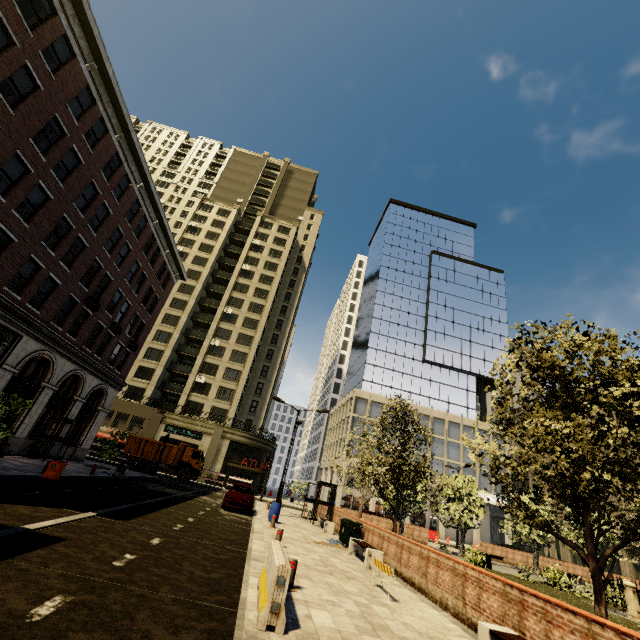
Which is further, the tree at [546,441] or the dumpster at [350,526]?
the dumpster at [350,526]

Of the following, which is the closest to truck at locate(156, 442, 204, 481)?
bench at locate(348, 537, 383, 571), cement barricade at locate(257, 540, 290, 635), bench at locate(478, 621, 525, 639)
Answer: bench at locate(348, 537, 383, 571)

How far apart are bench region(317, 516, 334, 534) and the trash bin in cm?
1404

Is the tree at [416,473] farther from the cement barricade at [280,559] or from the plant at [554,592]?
the cement barricade at [280,559]

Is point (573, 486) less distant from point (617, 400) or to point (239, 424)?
point (617, 400)

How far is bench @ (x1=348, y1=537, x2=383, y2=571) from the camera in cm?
1163

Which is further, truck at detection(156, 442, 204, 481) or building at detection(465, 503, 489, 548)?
building at detection(465, 503, 489, 548)

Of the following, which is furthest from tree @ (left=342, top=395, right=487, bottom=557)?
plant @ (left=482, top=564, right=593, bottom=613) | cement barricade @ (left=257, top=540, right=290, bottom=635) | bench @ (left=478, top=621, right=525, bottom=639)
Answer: cement barricade @ (left=257, top=540, right=290, bottom=635)
